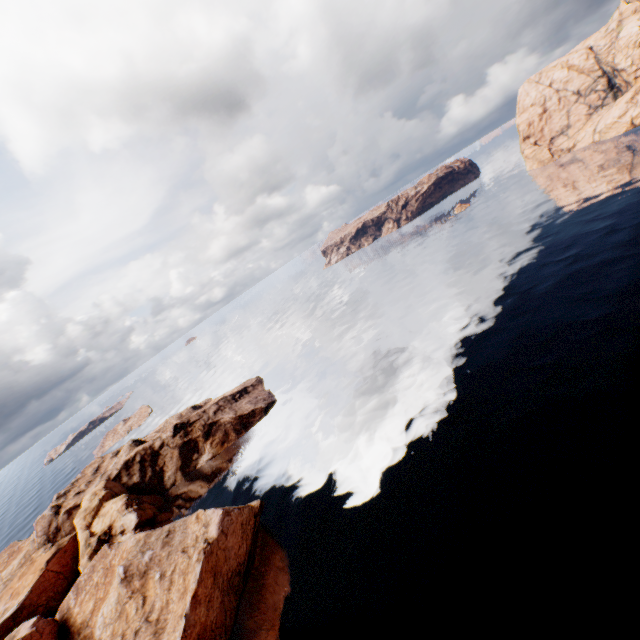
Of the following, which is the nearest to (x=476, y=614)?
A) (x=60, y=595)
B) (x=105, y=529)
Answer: (x=105, y=529)
